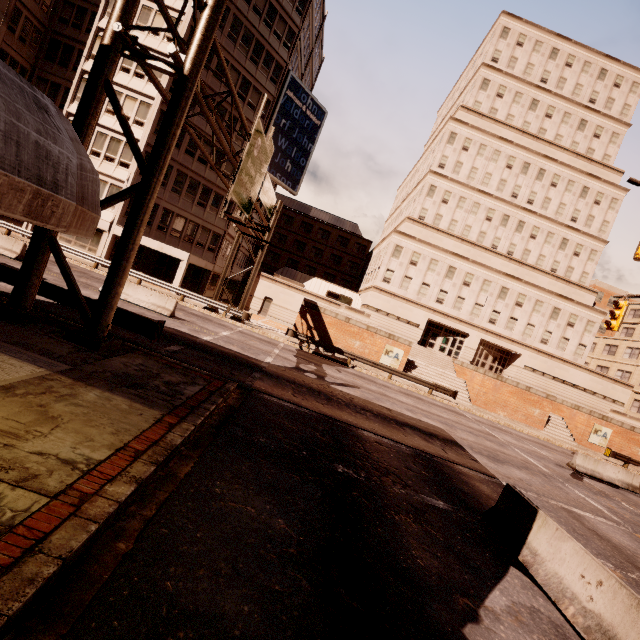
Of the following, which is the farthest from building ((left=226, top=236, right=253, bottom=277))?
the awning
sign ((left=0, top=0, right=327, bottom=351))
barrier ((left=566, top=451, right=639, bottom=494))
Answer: barrier ((left=566, top=451, right=639, bottom=494))

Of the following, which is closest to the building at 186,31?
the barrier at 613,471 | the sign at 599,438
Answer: the barrier at 613,471

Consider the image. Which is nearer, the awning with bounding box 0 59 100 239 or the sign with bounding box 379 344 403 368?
the awning with bounding box 0 59 100 239

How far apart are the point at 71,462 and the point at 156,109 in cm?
3206

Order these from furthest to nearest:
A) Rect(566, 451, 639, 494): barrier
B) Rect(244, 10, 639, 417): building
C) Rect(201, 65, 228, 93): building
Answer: Rect(244, 10, 639, 417): building, Rect(201, 65, 228, 93): building, Rect(566, 451, 639, 494): barrier

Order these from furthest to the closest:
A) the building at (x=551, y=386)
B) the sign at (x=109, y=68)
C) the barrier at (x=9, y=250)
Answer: the building at (x=551, y=386) < the barrier at (x=9, y=250) < the sign at (x=109, y=68)

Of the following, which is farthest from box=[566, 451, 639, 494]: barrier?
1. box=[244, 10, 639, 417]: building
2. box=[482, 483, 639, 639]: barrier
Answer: box=[244, 10, 639, 417]: building

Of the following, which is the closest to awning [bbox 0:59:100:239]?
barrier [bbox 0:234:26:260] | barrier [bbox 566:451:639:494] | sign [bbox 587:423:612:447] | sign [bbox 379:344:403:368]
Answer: barrier [bbox 0:234:26:260]
